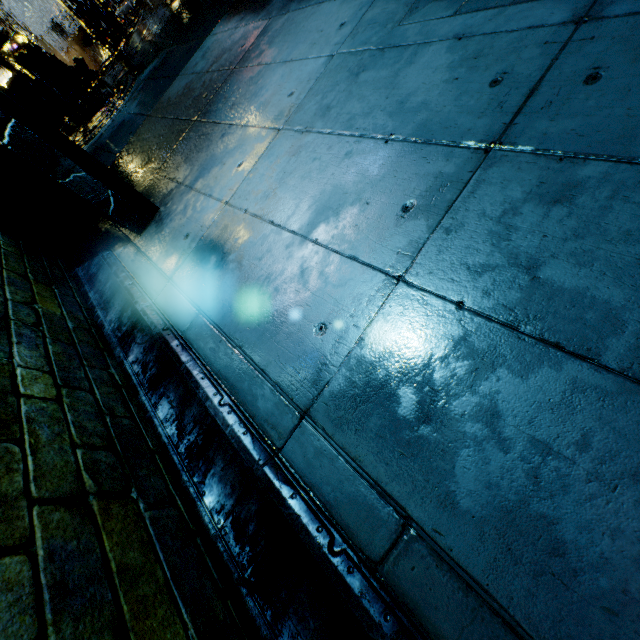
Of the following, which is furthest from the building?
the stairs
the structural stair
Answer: the stairs

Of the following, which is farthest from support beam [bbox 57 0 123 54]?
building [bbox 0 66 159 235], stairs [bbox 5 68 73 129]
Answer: stairs [bbox 5 68 73 129]

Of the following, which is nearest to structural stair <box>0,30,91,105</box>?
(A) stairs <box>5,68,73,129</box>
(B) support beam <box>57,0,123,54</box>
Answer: (A) stairs <box>5,68,73,129</box>

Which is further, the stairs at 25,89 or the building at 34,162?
the stairs at 25,89

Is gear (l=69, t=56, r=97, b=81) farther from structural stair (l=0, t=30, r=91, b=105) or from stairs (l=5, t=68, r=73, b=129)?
stairs (l=5, t=68, r=73, b=129)

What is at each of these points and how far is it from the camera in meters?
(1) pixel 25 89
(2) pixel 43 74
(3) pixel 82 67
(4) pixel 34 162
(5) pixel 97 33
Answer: (1) stairs, 10.4 m
(2) structural stair, 9.9 m
(3) gear, 11.3 m
(4) building, 2.8 m
(5) support beam, 12.1 m

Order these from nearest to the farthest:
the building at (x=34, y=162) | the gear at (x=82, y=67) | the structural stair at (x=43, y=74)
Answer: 1. the building at (x=34, y=162)
2. the structural stair at (x=43, y=74)
3. the gear at (x=82, y=67)

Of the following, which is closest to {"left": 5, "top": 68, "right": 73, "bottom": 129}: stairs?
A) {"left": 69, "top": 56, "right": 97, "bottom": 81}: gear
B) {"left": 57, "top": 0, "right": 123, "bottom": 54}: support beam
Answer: {"left": 69, "top": 56, "right": 97, "bottom": 81}: gear
